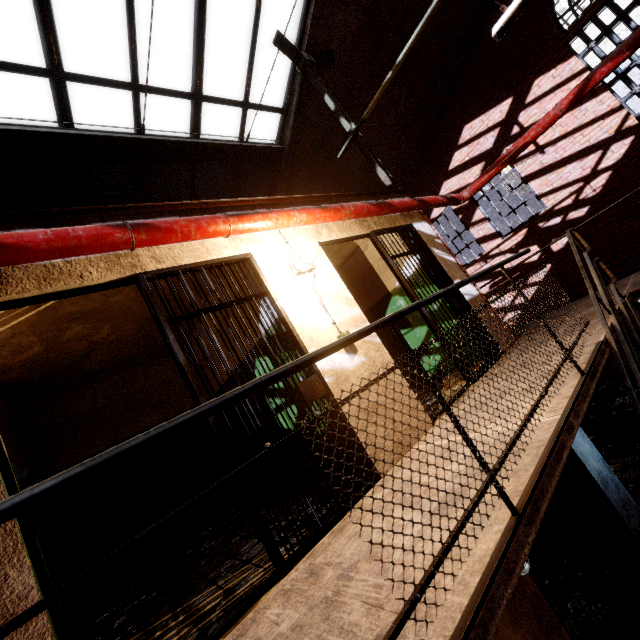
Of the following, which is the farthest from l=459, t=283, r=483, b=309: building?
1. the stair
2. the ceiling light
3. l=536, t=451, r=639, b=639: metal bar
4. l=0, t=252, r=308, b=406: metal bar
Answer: the ceiling light

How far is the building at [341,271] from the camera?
3.5m

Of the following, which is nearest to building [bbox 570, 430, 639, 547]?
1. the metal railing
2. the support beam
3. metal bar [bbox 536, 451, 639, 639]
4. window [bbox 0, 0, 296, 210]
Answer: metal bar [bbox 536, 451, 639, 639]

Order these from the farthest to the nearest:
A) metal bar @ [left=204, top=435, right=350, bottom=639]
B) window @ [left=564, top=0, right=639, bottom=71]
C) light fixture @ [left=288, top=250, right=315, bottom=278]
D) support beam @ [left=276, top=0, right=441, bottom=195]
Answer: window @ [left=564, top=0, right=639, bottom=71] < support beam @ [left=276, top=0, right=441, bottom=195] < light fixture @ [left=288, top=250, right=315, bottom=278] < metal bar @ [left=204, top=435, right=350, bottom=639]

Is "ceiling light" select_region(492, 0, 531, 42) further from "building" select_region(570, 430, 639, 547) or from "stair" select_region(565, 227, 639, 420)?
"building" select_region(570, 430, 639, 547)

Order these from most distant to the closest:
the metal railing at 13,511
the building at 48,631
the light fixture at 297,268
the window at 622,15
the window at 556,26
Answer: the window at 556,26 → the window at 622,15 → the light fixture at 297,268 → the building at 48,631 → the metal railing at 13,511

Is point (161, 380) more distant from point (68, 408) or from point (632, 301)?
point (632, 301)

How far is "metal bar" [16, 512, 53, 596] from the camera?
1.59m
